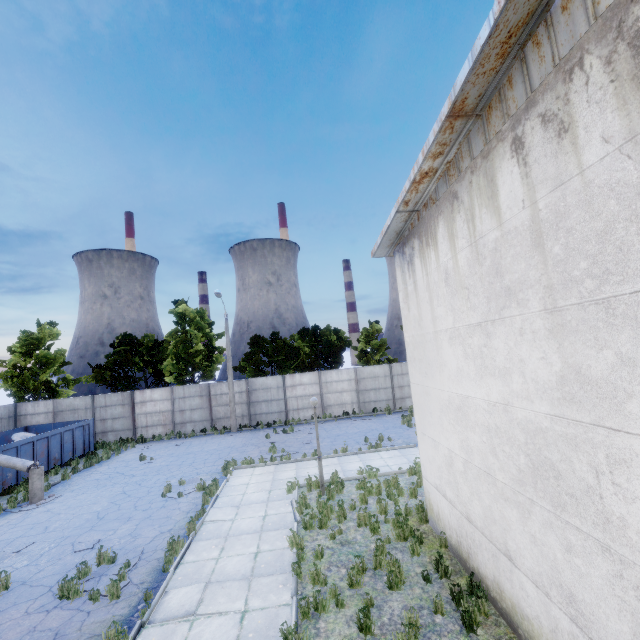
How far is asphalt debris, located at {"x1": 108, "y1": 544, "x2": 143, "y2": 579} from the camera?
8.25m

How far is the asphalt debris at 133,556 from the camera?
8.2m

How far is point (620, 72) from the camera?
3.0 meters

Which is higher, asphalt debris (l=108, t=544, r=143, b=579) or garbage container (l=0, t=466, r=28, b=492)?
garbage container (l=0, t=466, r=28, b=492)

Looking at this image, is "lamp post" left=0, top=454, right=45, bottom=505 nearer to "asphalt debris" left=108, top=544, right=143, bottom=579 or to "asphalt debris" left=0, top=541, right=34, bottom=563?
"asphalt debris" left=0, top=541, right=34, bottom=563

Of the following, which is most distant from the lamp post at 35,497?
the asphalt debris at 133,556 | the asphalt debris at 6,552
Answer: the asphalt debris at 133,556

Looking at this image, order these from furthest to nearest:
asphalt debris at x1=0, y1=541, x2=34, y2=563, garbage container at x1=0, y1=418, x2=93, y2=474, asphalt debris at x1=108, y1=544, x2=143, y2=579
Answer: garbage container at x1=0, y1=418, x2=93, y2=474
asphalt debris at x1=0, y1=541, x2=34, y2=563
asphalt debris at x1=108, y1=544, x2=143, y2=579
